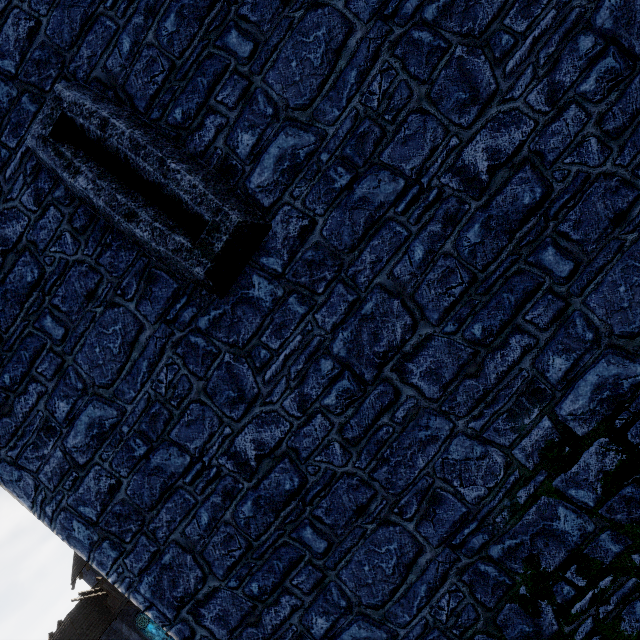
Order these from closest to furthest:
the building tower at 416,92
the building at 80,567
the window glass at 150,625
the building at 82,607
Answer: the building tower at 416,92
the building at 82,607
the window glass at 150,625
the building at 80,567

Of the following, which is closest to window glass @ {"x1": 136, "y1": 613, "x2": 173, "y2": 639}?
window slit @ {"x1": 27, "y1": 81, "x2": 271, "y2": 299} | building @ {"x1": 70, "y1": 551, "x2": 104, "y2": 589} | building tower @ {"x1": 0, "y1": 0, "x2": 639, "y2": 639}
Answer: building @ {"x1": 70, "y1": 551, "x2": 104, "y2": 589}

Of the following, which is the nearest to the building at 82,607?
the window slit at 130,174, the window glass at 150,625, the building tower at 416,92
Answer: the window glass at 150,625

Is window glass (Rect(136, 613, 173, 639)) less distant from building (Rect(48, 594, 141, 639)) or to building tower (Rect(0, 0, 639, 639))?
building (Rect(48, 594, 141, 639))

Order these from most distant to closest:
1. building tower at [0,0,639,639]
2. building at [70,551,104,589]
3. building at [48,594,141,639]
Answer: building at [70,551,104,589] < building at [48,594,141,639] < building tower at [0,0,639,639]

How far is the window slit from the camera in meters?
3.0

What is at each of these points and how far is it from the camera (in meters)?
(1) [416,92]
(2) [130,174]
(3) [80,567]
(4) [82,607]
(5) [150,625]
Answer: (1) building tower, 2.87
(2) window slit, 3.18
(3) building, 33.97
(4) building, 26.56
(5) window glass, 27.41
